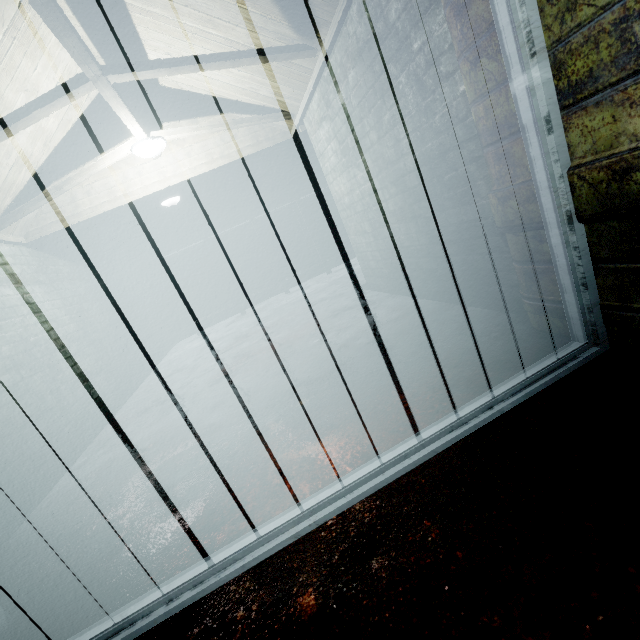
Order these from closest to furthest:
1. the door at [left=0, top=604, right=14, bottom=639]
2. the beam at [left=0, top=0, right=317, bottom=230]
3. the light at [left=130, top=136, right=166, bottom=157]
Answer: the door at [left=0, top=604, right=14, bottom=639] < the beam at [left=0, top=0, right=317, bottom=230] < the light at [left=130, top=136, right=166, bottom=157]

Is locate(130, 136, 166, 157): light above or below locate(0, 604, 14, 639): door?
above

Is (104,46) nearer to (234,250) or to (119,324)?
(119,324)

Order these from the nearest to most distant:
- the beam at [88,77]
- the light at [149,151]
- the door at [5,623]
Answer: the door at [5,623] → the beam at [88,77] → the light at [149,151]

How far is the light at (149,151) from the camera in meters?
3.0 m

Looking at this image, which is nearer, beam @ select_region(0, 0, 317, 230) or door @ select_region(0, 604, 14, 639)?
door @ select_region(0, 604, 14, 639)

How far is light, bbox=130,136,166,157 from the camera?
3.0m

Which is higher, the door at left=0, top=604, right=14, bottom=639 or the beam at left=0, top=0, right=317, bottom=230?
the beam at left=0, top=0, right=317, bottom=230
